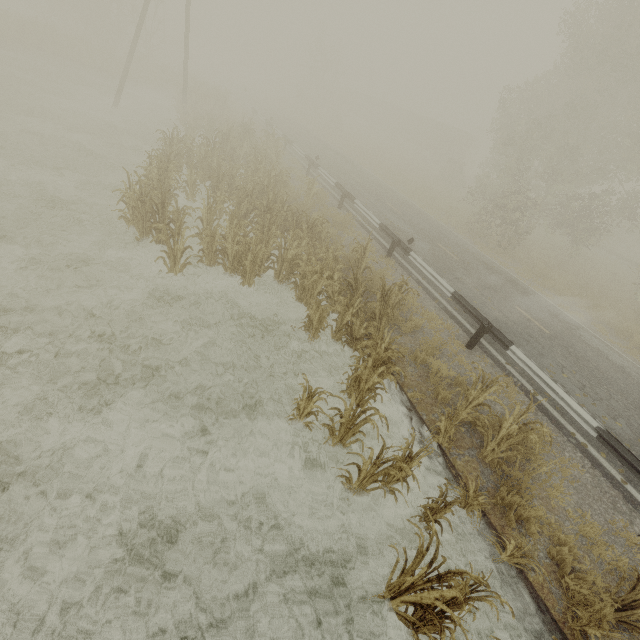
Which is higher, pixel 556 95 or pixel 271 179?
pixel 556 95

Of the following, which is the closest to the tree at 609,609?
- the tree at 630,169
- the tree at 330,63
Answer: the tree at 630,169

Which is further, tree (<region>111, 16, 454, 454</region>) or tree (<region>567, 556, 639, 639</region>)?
tree (<region>111, 16, 454, 454</region>)

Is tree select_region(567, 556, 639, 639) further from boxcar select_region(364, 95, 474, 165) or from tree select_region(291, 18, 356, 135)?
tree select_region(291, 18, 356, 135)

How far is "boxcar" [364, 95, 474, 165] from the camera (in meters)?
44.66

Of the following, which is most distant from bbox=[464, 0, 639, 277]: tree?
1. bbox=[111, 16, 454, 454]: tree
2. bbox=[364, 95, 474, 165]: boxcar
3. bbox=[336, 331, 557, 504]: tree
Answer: bbox=[364, 95, 474, 165]: boxcar

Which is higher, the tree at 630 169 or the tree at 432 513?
the tree at 630 169

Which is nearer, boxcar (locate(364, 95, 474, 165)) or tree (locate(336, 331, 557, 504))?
tree (locate(336, 331, 557, 504))
